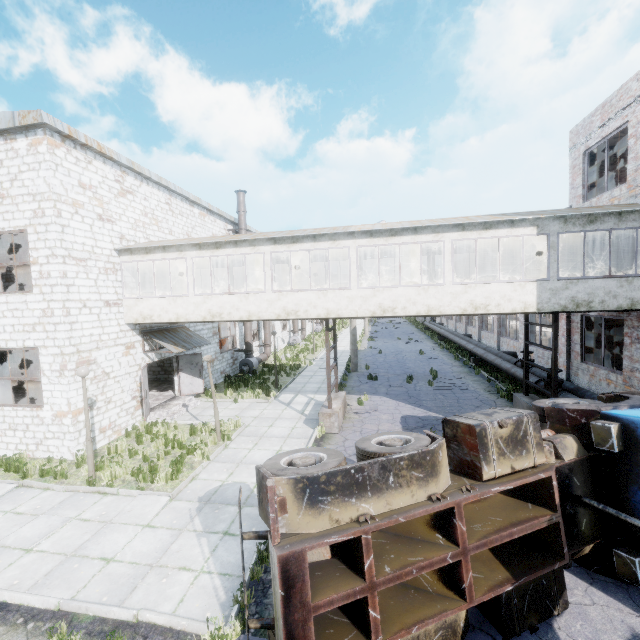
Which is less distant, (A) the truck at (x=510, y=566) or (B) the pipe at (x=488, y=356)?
(A) the truck at (x=510, y=566)

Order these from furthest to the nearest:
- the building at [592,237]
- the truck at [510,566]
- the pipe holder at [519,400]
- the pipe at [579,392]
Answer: the building at [592,237]
the pipe at [579,392]
the pipe holder at [519,400]
the truck at [510,566]

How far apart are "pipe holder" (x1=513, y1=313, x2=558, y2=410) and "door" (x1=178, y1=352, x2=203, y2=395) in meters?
15.0

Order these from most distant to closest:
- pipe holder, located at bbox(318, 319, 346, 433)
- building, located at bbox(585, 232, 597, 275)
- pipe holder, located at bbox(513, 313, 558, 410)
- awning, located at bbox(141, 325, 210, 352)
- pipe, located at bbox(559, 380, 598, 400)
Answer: awning, located at bbox(141, 325, 210, 352) < building, located at bbox(585, 232, 597, 275) < pipe holder, located at bbox(318, 319, 346, 433) < pipe, located at bbox(559, 380, 598, 400) < pipe holder, located at bbox(513, 313, 558, 410)

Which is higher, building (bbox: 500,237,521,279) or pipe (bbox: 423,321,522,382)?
building (bbox: 500,237,521,279)

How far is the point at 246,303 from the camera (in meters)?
12.24

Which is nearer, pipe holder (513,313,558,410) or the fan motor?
pipe holder (513,313,558,410)

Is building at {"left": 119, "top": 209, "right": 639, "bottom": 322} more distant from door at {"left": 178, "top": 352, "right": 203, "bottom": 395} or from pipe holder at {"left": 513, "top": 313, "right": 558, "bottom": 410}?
door at {"left": 178, "top": 352, "right": 203, "bottom": 395}
